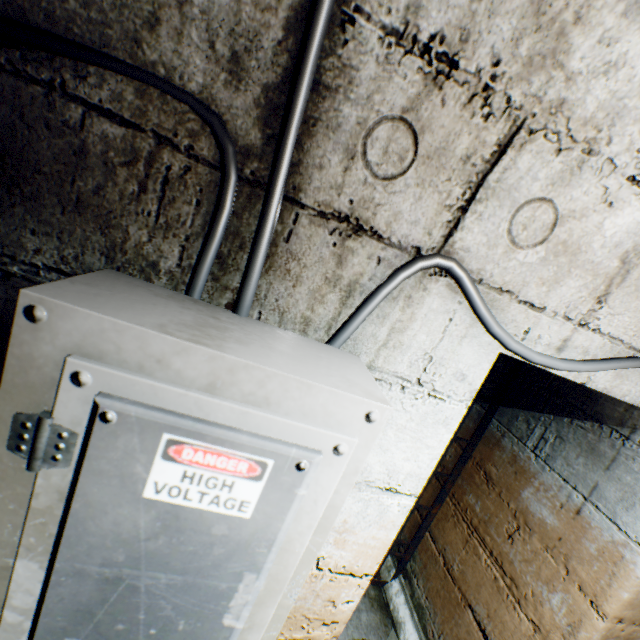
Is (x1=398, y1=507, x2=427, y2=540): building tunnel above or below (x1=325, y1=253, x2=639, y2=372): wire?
below

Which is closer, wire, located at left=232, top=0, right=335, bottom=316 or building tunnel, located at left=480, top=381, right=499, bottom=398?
wire, located at left=232, top=0, right=335, bottom=316

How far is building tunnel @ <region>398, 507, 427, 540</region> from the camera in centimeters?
Answer: 247cm

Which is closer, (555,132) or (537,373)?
(555,132)

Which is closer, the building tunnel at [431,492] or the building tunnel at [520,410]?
the building tunnel at [520,410]

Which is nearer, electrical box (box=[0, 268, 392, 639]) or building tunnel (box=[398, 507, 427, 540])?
electrical box (box=[0, 268, 392, 639])

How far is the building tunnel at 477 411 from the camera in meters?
2.3
